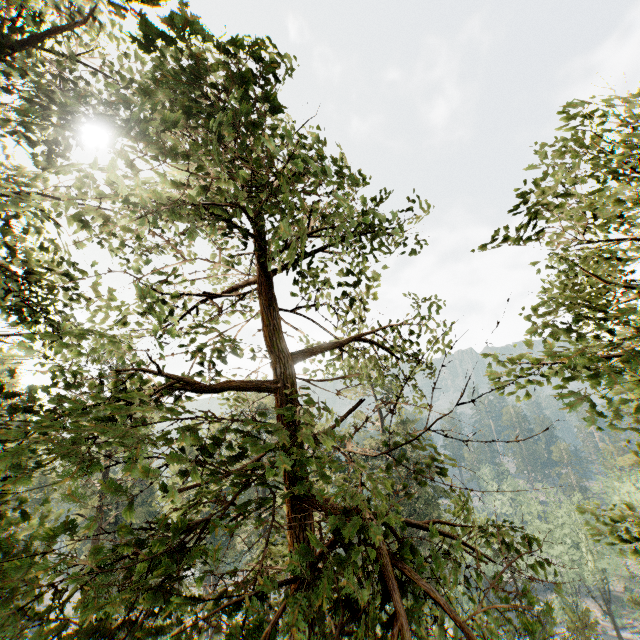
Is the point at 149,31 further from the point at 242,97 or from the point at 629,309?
the point at 629,309

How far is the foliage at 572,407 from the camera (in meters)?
4.70

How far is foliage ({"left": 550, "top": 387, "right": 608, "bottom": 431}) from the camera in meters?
4.7 m

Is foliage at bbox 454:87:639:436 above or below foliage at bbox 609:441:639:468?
above

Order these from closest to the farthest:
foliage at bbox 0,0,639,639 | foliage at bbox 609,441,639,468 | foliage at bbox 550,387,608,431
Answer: foliage at bbox 0,0,639,639
foliage at bbox 550,387,608,431
foliage at bbox 609,441,639,468

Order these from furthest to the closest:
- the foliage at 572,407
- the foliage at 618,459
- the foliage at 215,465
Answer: the foliage at 618,459, the foliage at 572,407, the foliage at 215,465

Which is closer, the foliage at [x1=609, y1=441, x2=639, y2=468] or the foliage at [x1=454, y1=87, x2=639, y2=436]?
the foliage at [x1=454, y1=87, x2=639, y2=436]
